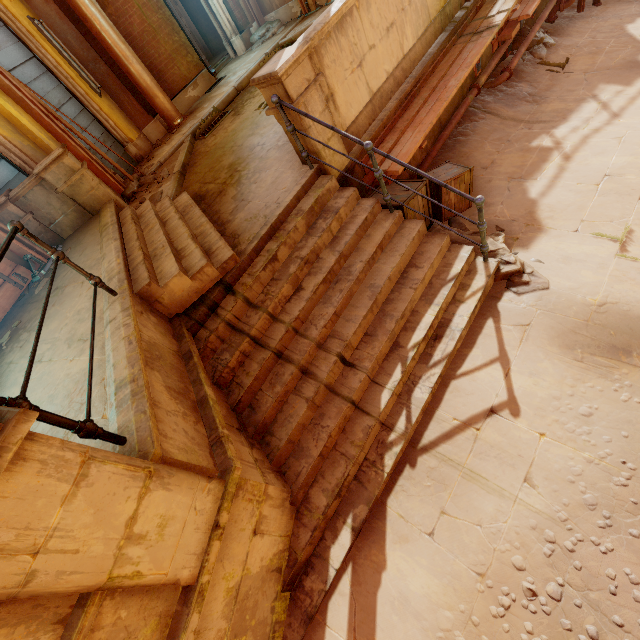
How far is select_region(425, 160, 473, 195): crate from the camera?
4.75m

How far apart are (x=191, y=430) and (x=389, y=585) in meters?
2.2 m

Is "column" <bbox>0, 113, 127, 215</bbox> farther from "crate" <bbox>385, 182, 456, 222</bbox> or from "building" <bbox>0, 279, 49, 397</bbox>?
"crate" <bbox>385, 182, 456, 222</bbox>

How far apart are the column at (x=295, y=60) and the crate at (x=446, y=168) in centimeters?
52cm

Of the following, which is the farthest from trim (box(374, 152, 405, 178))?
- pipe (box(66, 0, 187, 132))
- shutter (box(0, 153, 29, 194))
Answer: pipe (box(66, 0, 187, 132))

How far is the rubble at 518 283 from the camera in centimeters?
387cm

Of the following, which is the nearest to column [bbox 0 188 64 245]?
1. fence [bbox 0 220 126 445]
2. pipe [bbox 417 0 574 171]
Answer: fence [bbox 0 220 126 445]

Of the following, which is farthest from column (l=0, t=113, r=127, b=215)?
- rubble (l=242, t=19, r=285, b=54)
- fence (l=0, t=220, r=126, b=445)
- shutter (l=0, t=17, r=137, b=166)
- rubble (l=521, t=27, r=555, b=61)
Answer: rubble (l=521, t=27, r=555, b=61)
